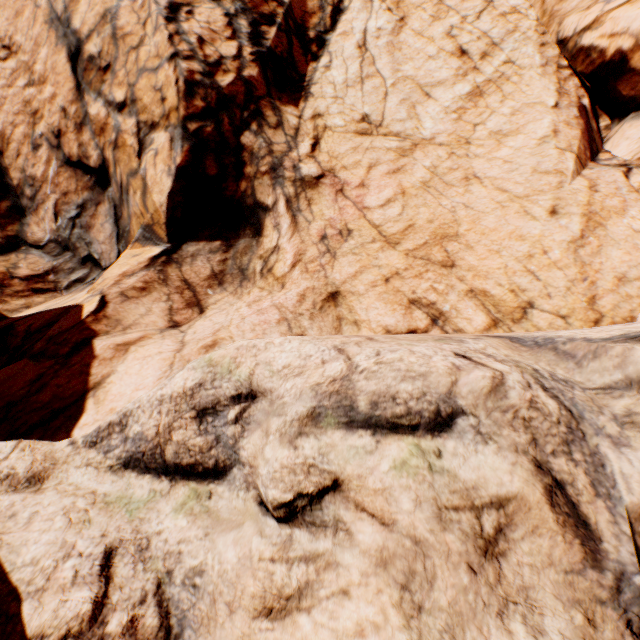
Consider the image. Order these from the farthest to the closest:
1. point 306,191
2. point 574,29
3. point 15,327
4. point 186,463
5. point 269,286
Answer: point 574,29
point 306,191
point 269,286
point 15,327
point 186,463
